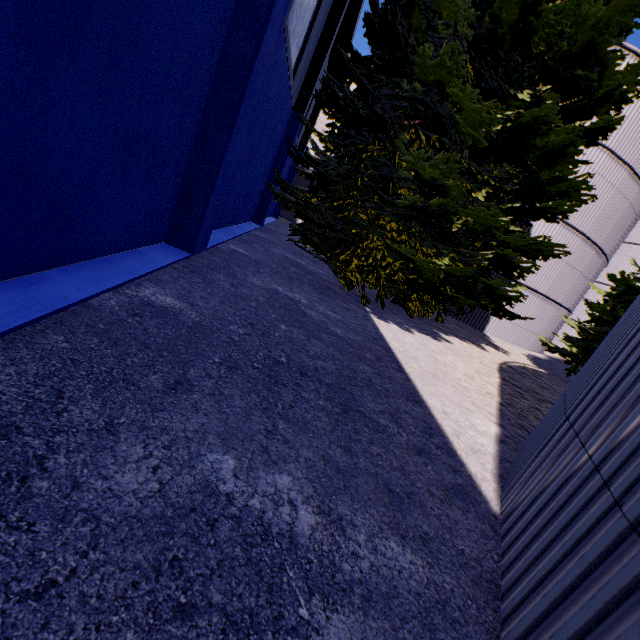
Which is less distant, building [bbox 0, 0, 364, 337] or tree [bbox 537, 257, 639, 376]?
building [bbox 0, 0, 364, 337]

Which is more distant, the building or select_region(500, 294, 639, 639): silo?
the building

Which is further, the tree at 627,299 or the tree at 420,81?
the tree at 627,299

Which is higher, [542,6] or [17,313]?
[542,6]

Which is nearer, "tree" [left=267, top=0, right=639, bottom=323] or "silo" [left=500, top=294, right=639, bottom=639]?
"silo" [left=500, top=294, right=639, bottom=639]

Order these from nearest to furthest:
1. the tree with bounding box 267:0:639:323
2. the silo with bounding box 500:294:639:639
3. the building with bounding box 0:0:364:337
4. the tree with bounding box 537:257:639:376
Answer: the silo with bounding box 500:294:639:639
the building with bounding box 0:0:364:337
the tree with bounding box 267:0:639:323
the tree with bounding box 537:257:639:376

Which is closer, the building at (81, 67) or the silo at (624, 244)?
the building at (81, 67)
